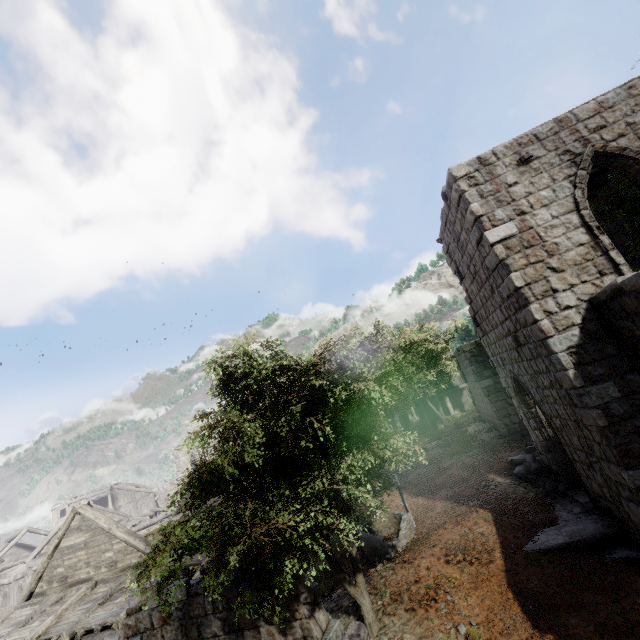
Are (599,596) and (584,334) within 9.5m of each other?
yes

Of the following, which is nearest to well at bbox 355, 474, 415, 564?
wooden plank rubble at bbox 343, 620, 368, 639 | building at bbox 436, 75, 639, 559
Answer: building at bbox 436, 75, 639, 559

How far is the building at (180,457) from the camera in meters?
44.7 m

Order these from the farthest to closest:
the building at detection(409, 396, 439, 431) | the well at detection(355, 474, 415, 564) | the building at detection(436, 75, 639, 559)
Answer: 1. the building at detection(409, 396, 439, 431)
2. the well at detection(355, 474, 415, 564)
3. the building at detection(436, 75, 639, 559)

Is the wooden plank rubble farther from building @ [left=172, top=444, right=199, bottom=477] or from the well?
the well

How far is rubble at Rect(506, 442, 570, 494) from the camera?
10.8m

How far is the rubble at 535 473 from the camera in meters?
10.8

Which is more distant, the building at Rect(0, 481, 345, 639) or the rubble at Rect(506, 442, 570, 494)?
the rubble at Rect(506, 442, 570, 494)
